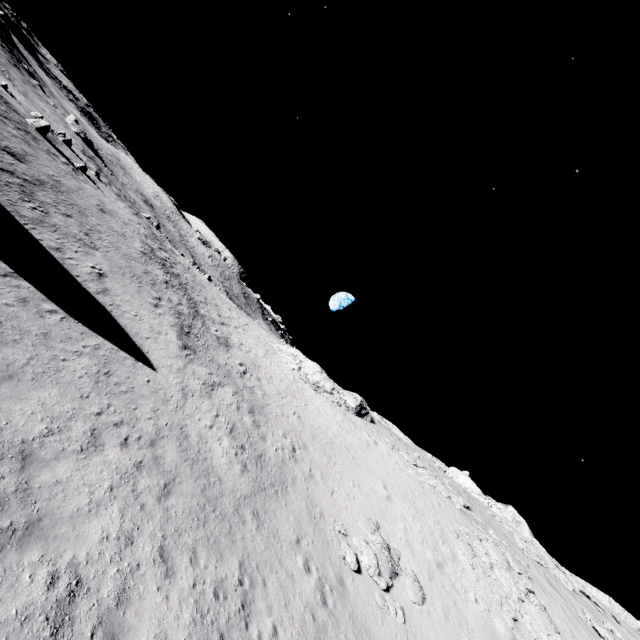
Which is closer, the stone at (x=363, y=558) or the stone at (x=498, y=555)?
the stone at (x=363, y=558)

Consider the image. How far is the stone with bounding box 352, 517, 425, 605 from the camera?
15.0 meters

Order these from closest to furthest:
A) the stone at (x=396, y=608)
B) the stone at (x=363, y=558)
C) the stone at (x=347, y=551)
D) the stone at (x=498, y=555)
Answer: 1. the stone at (x=396, y=608)
2. the stone at (x=347, y=551)
3. the stone at (x=363, y=558)
4. the stone at (x=498, y=555)

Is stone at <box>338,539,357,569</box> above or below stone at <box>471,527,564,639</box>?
below

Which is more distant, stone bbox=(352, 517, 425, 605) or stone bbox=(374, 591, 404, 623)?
stone bbox=(352, 517, 425, 605)

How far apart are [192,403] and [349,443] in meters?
16.2

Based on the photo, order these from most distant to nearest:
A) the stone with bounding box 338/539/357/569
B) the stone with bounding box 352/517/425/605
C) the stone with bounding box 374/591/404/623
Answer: the stone with bounding box 352/517/425/605 → the stone with bounding box 338/539/357/569 → the stone with bounding box 374/591/404/623
